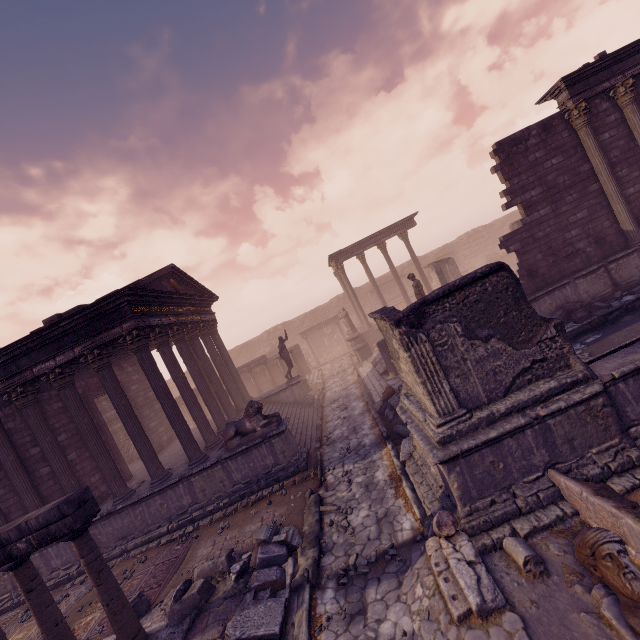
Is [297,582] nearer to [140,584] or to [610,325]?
[140,584]

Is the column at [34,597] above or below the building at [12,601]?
above

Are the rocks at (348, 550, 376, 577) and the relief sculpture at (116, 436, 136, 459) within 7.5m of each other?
no

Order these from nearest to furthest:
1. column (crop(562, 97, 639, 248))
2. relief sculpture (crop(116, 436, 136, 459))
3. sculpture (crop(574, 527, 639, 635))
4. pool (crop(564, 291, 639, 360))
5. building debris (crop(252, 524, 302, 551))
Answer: sculpture (crop(574, 527, 639, 635)) < building debris (crop(252, 524, 302, 551)) < pool (crop(564, 291, 639, 360)) < column (crop(562, 97, 639, 248)) < relief sculpture (crop(116, 436, 136, 459))

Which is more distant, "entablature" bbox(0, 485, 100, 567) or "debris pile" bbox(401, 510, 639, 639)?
"entablature" bbox(0, 485, 100, 567)

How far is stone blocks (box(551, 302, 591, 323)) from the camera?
10.27m

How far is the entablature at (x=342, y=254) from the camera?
24.50m

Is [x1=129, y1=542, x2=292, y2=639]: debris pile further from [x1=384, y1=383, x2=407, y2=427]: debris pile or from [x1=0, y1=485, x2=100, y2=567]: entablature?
[x1=384, y1=383, x2=407, y2=427]: debris pile
